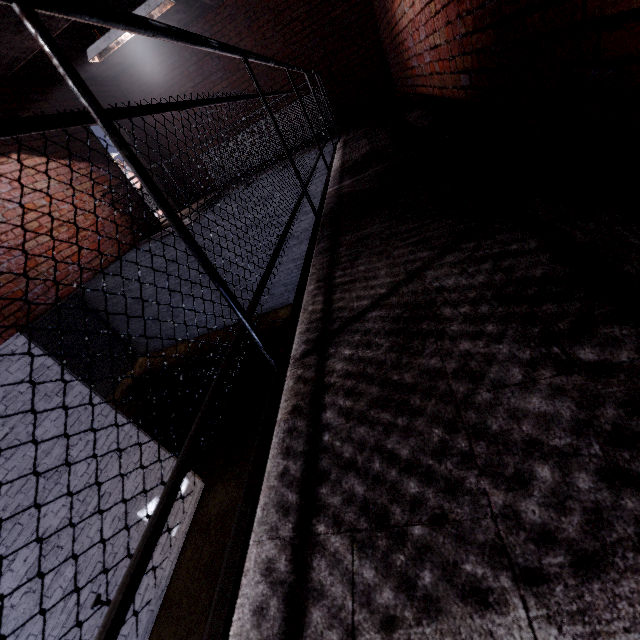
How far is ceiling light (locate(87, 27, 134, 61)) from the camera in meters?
3.5 m

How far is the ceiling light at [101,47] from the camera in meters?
3.5

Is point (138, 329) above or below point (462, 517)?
below
